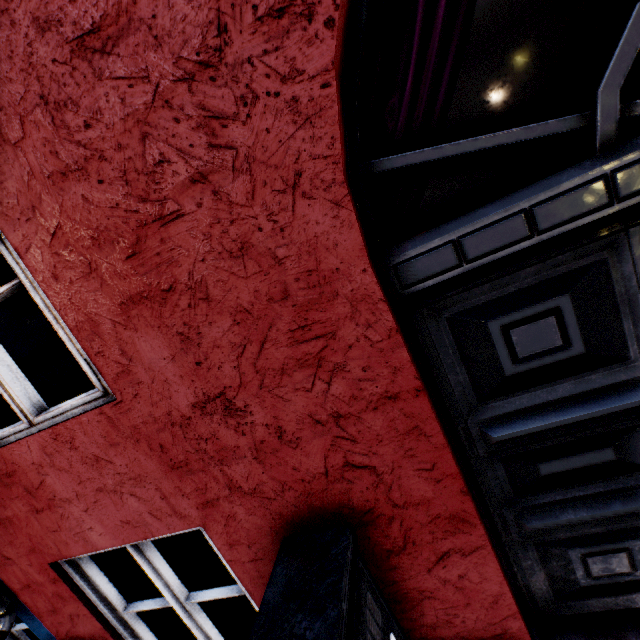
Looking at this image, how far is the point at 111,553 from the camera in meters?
2.1
